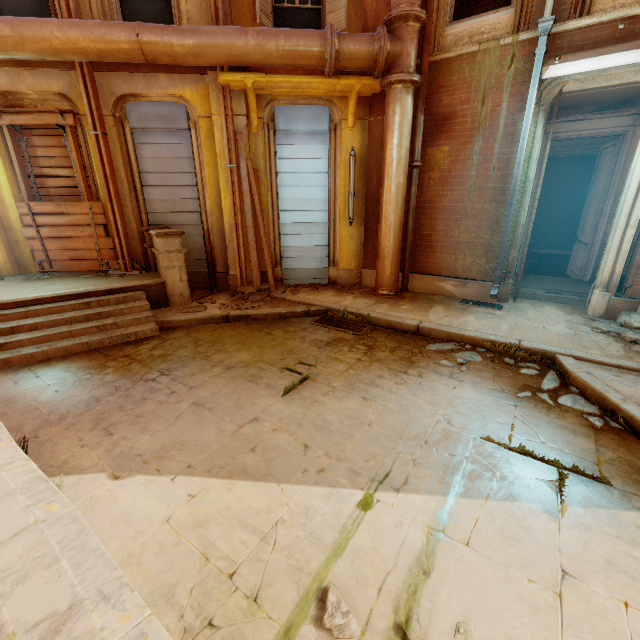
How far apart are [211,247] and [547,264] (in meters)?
13.15

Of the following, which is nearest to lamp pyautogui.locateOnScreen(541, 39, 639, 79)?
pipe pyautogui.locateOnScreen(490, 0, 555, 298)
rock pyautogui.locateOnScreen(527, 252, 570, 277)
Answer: pipe pyautogui.locateOnScreen(490, 0, 555, 298)

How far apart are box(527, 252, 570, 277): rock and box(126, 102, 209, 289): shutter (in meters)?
12.76

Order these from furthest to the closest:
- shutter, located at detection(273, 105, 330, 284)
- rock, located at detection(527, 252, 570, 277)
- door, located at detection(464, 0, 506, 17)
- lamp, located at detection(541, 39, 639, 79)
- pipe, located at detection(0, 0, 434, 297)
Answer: rock, located at detection(527, 252, 570, 277), door, located at detection(464, 0, 506, 17), shutter, located at detection(273, 105, 330, 284), pipe, located at detection(0, 0, 434, 297), lamp, located at detection(541, 39, 639, 79)

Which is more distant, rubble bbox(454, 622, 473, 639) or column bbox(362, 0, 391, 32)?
column bbox(362, 0, 391, 32)

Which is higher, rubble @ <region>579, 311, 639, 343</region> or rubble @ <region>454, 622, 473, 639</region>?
rubble @ <region>579, 311, 639, 343</region>

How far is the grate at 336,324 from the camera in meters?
5.7 m

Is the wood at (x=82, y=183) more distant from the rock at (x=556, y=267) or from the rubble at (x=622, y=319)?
the rock at (x=556, y=267)
